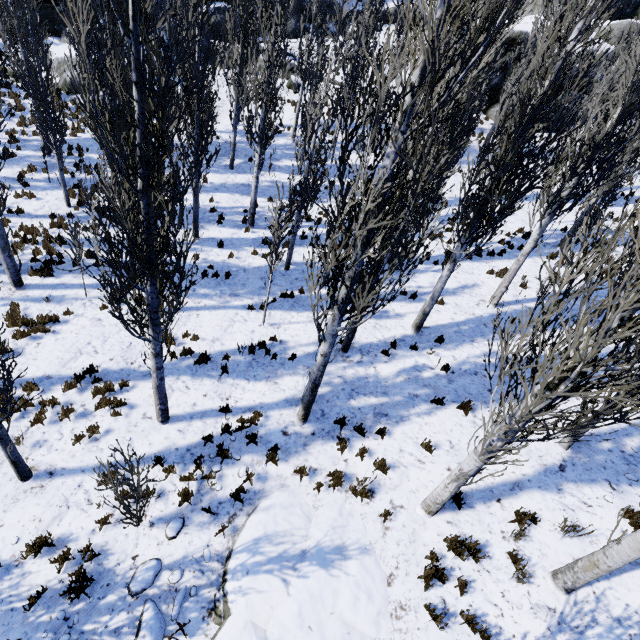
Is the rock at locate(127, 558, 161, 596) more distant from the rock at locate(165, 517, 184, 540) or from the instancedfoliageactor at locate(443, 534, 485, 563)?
the instancedfoliageactor at locate(443, 534, 485, 563)

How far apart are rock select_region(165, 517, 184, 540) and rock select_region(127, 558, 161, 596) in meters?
0.3

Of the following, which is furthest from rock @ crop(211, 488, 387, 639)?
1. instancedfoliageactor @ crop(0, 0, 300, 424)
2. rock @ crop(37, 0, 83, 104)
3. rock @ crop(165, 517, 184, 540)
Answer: rock @ crop(37, 0, 83, 104)

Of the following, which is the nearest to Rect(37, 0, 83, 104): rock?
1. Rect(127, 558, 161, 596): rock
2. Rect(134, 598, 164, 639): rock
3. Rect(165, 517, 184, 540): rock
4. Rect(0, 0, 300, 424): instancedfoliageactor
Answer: Rect(0, 0, 300, 424): instancedfoliageactor

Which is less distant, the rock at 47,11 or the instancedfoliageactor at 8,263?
the instancedfoliageactor at 8,263

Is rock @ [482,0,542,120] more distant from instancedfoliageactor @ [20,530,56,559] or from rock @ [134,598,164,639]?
rock @ [134,598,164,639]

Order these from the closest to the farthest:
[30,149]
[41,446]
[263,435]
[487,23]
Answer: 1. [487,23]
2. [41,446]
3. [263,435]
4. [30,149]

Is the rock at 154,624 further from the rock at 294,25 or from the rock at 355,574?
the rock at 294,25
